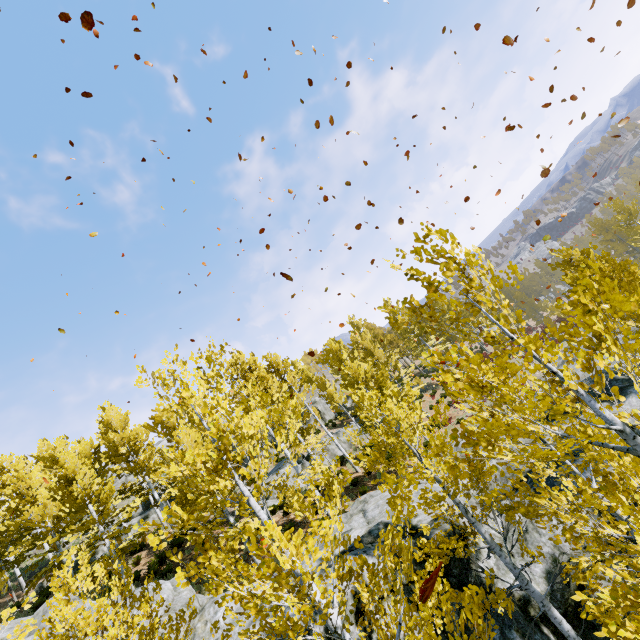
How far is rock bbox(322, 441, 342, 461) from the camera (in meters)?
25.61

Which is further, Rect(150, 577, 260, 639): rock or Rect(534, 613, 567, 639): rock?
Rect(150, 577, 260, 639): rock

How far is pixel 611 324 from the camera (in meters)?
2.94

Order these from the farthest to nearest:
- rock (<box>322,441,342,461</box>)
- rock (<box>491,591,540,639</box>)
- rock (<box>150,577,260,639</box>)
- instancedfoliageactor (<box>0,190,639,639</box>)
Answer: rock (<box>322,441,342,461</box>)
rock (<box>150,577,260,639</box>)
rock (<box>491,591,540,639</box>)
instancedfoliageactor (<box>0,190,639,639</box>)

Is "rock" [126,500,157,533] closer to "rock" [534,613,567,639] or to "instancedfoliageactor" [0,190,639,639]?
"instancedfoliageactor" [0,190,639,639]

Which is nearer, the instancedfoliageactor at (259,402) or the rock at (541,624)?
the instancedfoliageactor at (259,402)

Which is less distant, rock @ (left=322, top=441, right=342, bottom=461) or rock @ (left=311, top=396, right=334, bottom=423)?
rock @ (left=322, top=441, right=342, bottom=461)

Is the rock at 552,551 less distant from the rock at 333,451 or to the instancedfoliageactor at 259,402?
the instancedfoliageactor at 259,402
